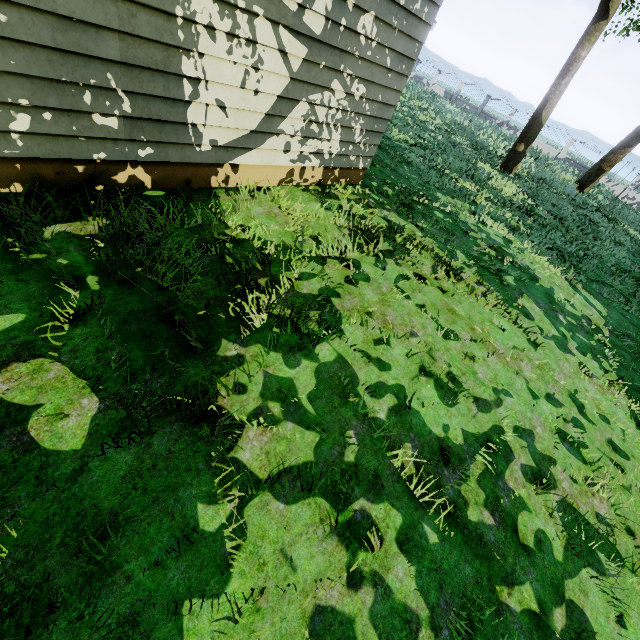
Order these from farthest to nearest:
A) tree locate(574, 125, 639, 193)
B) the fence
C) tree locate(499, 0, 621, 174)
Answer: the fence → tree locate(574, 125, 639, 193) → tree locate(499, 0, 621, 174)

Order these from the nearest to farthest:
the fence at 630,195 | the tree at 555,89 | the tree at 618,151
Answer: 1. the tree at 555,89
2. the tree at 618,151
3. the fence at 630,195

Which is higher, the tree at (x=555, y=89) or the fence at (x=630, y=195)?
the tree at (x=555, y=89)

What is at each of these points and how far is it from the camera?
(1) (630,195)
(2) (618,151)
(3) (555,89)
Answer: (1) fence, 28.55m
(2) tree, 18.39m
(3) tree, 13.78m

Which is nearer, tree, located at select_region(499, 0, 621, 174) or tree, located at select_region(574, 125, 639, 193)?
tree, located at select_region(499, 0, 621, 174)

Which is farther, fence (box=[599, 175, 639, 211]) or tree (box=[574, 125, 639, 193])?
fence (box=[599, 175, 639, 211])

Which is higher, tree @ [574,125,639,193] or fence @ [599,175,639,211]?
tree @ [574,125,639,193]
